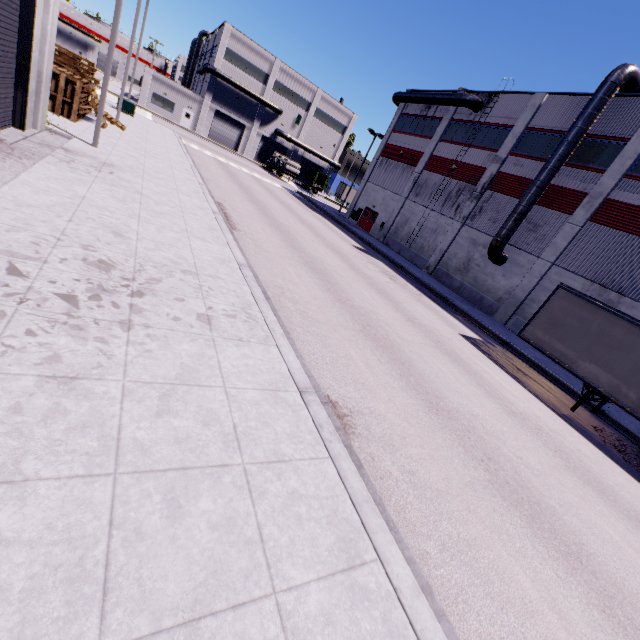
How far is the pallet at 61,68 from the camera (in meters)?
14.70

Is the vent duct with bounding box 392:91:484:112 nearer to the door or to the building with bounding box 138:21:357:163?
the building with bounding box 138:21:357:163

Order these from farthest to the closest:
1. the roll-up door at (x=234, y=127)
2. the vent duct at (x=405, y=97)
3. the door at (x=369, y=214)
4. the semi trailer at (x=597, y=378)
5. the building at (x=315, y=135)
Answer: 1. the roll-up door at (x=234, y=127)
2. the building at (x=315, y=135)
3. the door at (x=369, y=214)
4. the vent duct at (x=405, y=97)
5. the semi trailer at (x=597, y=378)

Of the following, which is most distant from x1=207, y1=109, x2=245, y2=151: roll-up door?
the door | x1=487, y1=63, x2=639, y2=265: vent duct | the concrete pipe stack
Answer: the door

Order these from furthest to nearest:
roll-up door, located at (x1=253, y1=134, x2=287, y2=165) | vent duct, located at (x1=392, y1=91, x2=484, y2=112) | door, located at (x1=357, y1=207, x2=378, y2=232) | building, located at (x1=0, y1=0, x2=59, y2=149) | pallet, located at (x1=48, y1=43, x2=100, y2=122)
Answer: roll-up door, located at (x1=253, y1=134, x2=287, y2=165), door, located at (x1=357, y1=207, x2=378, y2=232), vent duct, located at (x1=392, y1=91, x2=484, y2=112), pallet, located at (x1=48, y1=43, x2=100, y2=122), building, located at (x1=0, y1=0, x2=59, y2=149)

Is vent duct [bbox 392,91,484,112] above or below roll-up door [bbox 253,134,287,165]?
above

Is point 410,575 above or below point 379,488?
above

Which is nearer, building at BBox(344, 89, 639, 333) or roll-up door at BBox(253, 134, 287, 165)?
building at BBox(344, 89, 639, 333)
